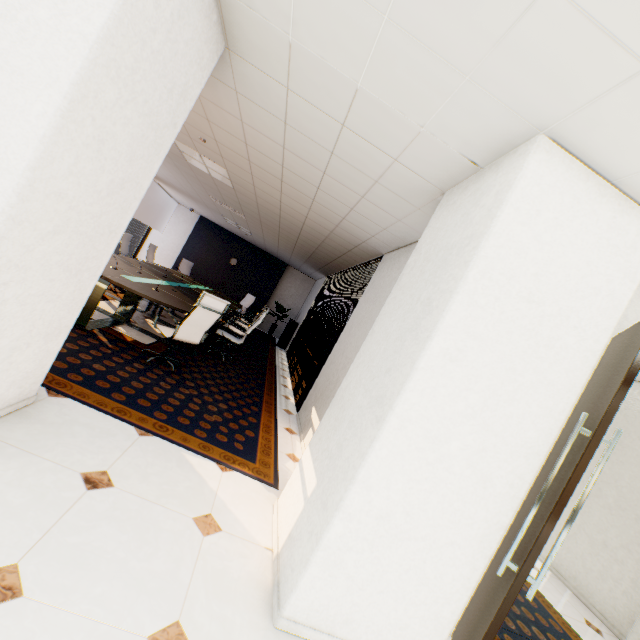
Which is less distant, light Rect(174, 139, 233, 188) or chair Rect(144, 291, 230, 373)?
chair Rect(144, 291, 230, 373)

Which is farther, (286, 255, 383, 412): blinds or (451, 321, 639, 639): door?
(286, 255, 383, 412): blinds

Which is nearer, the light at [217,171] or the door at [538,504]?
the door at [538,504]

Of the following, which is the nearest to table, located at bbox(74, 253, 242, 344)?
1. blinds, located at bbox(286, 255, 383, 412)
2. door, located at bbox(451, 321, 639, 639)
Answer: blinds, located at bbox(286, 255, 383, 412)

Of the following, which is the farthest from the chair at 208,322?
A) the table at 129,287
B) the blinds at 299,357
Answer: the blinds at 299,357

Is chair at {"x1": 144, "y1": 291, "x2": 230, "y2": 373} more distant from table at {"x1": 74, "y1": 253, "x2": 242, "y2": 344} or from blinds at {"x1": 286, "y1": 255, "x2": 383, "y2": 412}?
blinds at {"x1": 286, "y1": 255, "x2": 383, "y2": 412}

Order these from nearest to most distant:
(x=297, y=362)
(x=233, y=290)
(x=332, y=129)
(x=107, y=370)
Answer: (x=332, y=129) → (x=107, y=370) → (x=297, y=362) → (x=233, y=290)

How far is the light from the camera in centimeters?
529cm
